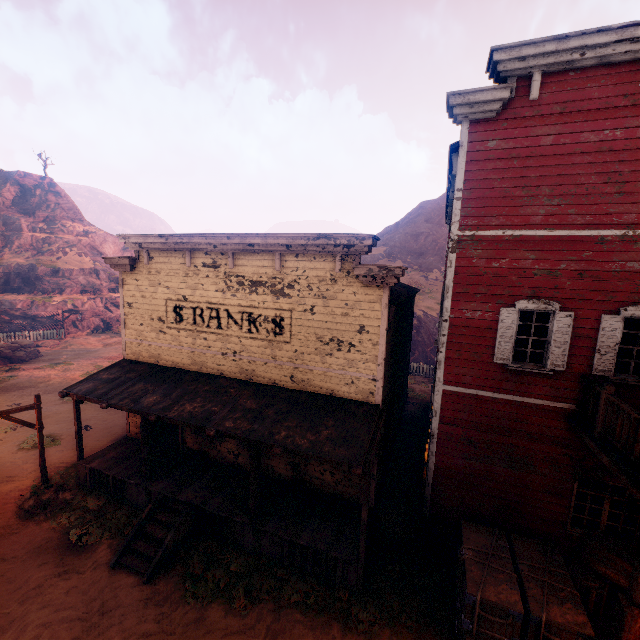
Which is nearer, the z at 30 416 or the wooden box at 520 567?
the wooden box at 520 567

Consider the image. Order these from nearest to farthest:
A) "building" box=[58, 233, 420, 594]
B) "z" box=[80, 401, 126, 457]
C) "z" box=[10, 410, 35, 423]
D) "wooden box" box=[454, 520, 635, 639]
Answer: "wooden box" box=[454, 520, 635, 639] → "building" box=[58, 233, 420, 594] → "z" box=[80, 401, 126, 457] → "z" box=[10, 410, 35, 423]

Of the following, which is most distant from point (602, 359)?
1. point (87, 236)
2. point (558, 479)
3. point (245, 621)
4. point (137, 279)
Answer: point (87, 236)

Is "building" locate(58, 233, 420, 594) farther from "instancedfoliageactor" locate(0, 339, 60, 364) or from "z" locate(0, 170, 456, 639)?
"instancedfoliageactor" locate(0, 339, 60, 364)

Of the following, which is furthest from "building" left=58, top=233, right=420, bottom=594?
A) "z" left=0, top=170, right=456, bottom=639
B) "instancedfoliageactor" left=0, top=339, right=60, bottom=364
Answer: "instancedfoliageactor" left=0, top=339, right=60, bottom=364

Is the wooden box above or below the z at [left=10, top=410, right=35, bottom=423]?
above

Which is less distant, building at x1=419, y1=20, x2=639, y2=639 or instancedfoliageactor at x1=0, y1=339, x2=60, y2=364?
building at x1=419, y1=20, x2=639, y2=639

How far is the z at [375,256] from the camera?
29.31m
